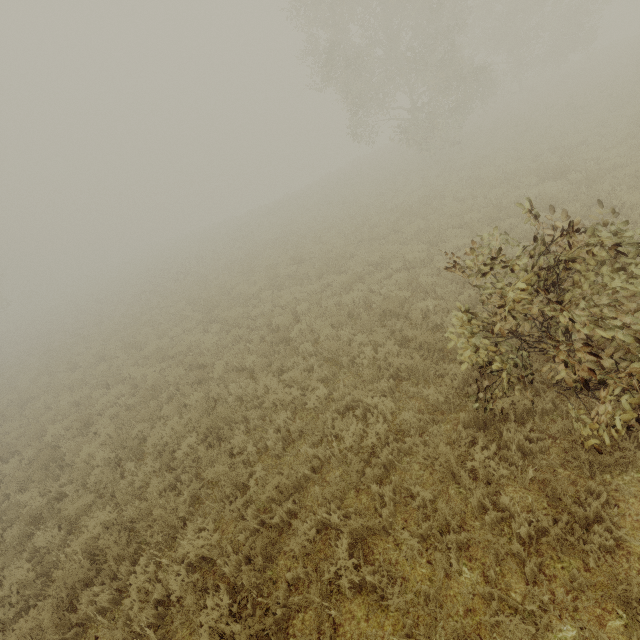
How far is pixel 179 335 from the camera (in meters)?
13.63

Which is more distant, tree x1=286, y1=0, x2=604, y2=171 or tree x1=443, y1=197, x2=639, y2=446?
tree x1=286, y1=0, x2=604, y2=171

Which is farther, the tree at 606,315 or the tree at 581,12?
the tree at 581,12
